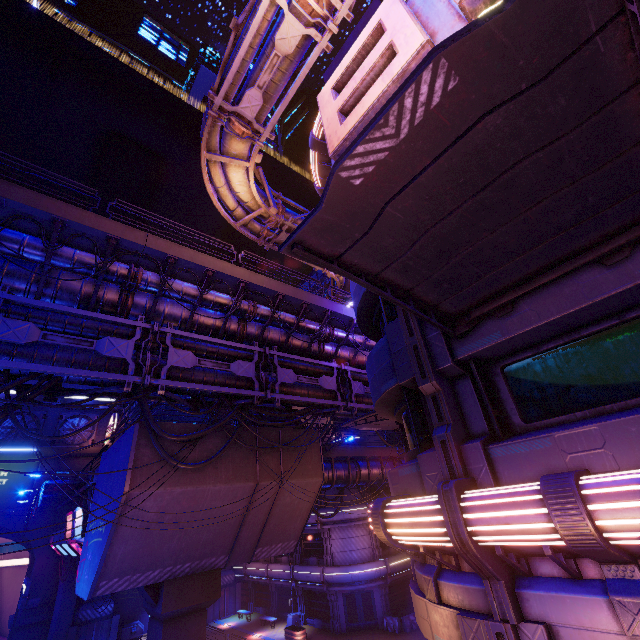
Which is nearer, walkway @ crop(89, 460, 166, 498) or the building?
walkway @ crop(89, 460, 166, 498)

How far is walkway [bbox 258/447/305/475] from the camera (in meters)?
16.67

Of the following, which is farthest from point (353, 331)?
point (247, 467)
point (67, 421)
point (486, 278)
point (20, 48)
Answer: point (20, 48)

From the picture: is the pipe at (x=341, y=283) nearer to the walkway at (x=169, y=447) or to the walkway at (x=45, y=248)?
the walkway at (x=45, y=248)

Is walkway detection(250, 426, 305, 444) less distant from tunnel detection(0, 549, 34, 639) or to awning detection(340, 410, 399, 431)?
tunnel detection(0, 549, 34, 639)

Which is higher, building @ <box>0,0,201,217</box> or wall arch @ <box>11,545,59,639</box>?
building @ <box>0,0,201,217</box>

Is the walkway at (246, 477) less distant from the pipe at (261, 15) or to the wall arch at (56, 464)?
the wall arch at (56, 464)
